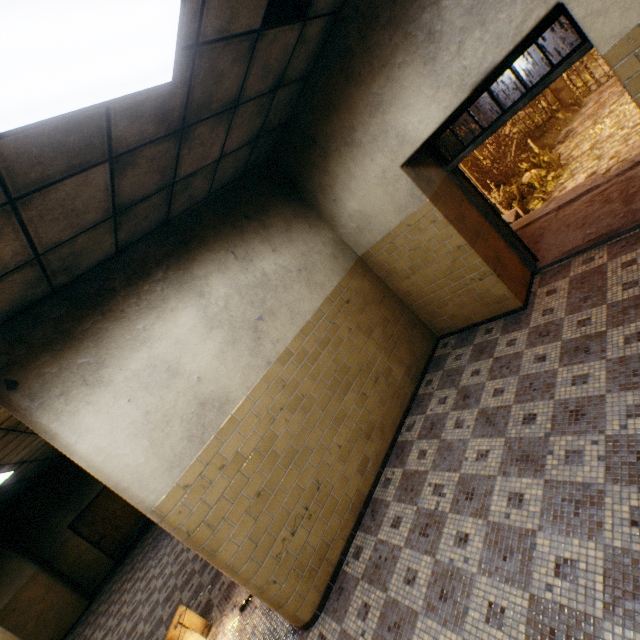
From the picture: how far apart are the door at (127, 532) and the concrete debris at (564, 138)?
20.9m

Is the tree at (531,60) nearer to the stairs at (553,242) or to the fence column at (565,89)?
the fence column at (565,89)

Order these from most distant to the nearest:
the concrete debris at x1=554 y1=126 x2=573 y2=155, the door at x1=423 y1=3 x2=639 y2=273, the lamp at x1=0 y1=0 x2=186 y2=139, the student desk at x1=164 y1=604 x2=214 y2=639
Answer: the concrete debris at x1=554 y1=126 x2=573 y2=155 < the student desk at x1=164 y1=604 x2=214 y2=639 < the door at x1=423 y1=3 x2=639 y2=273 < the lamp at x1=0 y1=0 x2=186 y2=139

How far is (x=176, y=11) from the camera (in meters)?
1.78

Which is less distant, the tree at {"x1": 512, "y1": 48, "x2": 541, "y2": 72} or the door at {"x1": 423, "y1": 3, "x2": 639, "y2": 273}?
the door at {"x1": 423, "y1": 3, "x2": 639, "y2": 273}

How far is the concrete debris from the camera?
12.26m

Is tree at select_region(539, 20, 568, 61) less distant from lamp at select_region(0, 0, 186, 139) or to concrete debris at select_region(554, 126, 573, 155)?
concrete debris at select_region(554, 126, 573, 155)

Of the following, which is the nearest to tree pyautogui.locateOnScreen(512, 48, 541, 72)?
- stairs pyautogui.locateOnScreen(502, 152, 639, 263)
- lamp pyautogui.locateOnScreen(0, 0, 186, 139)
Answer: stairs pyautogui.locateOnScreen(502, 152, 639, 263)
